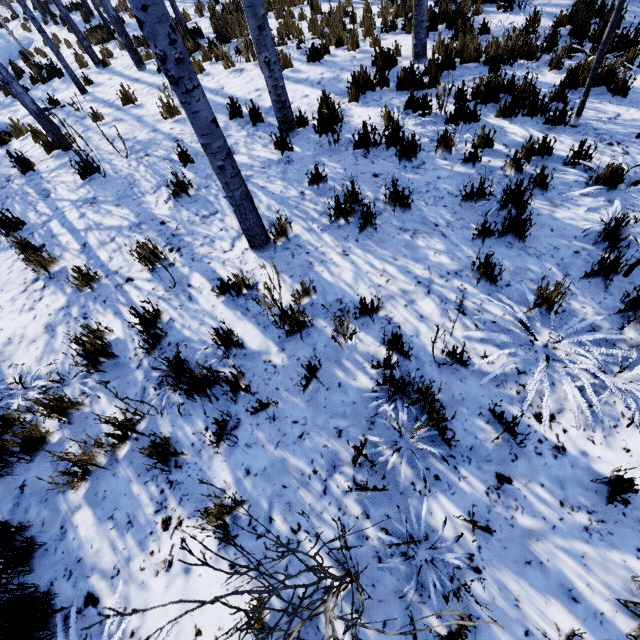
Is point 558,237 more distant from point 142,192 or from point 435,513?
point 142,192

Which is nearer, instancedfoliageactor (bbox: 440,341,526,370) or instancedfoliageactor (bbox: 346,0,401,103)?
instancedfoliageactor (bbox: 440,341,526,370)

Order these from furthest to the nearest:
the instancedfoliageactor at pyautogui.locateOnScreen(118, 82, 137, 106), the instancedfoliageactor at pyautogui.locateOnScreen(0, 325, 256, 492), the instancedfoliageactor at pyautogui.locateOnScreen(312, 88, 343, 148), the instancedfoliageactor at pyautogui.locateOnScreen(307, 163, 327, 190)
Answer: the instancedfoliageactor at pyautogui.locateOnScreen(118, 82, 137, 106), the instancedfoliageactor at pyautogui.locateOnScreen(312, 88, 343, 148), the instancedfoliageactor at pyautogui.locateOnScreen(307, 163, 327, 190), the instancedfoliageactor at pyautogui.locateOnScreen(0, 325, 256, 492)

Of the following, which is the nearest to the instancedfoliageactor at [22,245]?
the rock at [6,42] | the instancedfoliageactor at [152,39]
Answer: the instancedfoliageactor at [152,39]

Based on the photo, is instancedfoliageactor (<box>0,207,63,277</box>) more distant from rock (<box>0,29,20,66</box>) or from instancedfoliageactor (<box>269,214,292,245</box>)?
rock (<box>0,29,20,66</box>)

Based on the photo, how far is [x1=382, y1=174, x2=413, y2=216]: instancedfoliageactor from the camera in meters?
3.8 m

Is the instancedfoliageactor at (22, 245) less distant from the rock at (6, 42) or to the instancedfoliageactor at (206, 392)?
the instancedfoliageactor at (206, 392)

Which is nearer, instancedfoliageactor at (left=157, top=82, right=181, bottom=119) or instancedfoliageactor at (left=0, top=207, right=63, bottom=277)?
instancedfoliageactor at (left=0, top=207, right=63, bottom=277)
